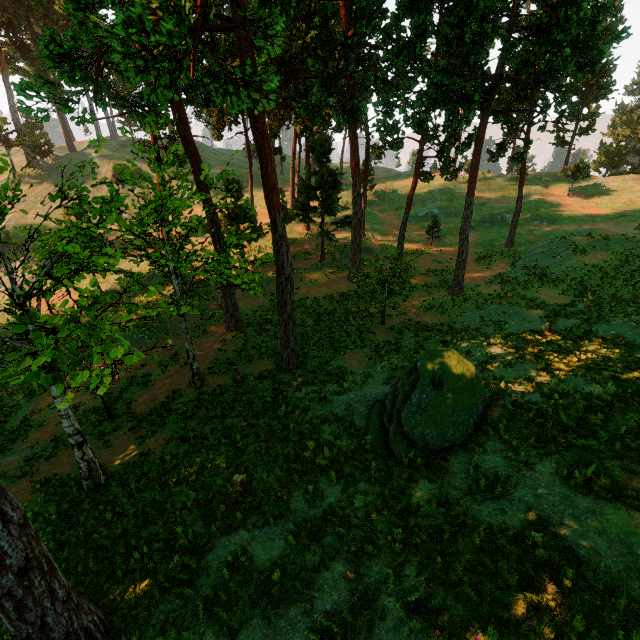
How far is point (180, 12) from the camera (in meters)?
8.59

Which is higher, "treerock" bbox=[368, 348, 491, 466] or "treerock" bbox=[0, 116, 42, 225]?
"treerock" bbox=[0, 116, 42, 225]

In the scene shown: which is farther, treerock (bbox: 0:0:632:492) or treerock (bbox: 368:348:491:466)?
treerock (bbox: 368:348:491:466)

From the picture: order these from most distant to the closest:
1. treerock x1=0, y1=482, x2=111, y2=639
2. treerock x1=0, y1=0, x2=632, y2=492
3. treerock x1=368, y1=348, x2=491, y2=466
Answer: treerock x1=368, y1=348, x2=491, y2=466
treerock x1=0, y1=0, x2=632, y2=492
treerock x1=0, y1=482, x2=111, y2=639

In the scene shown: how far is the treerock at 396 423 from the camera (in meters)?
9.29

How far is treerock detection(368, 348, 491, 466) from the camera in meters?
9.3

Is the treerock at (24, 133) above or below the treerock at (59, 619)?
above
